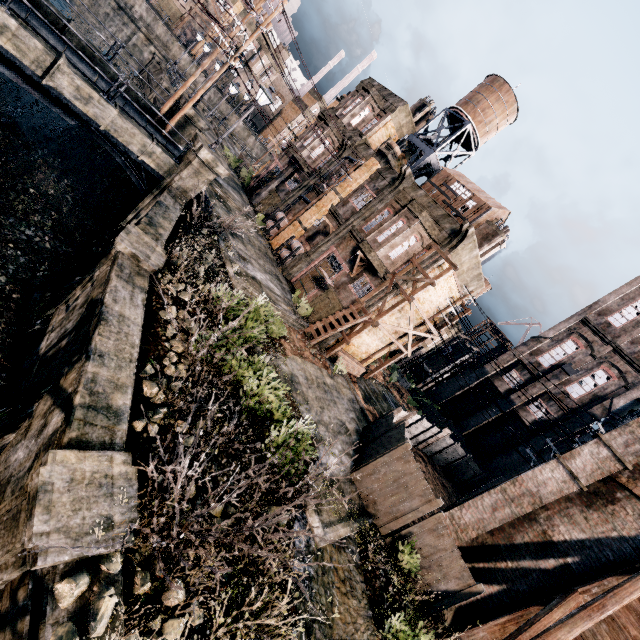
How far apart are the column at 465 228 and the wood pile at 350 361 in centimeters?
948cm

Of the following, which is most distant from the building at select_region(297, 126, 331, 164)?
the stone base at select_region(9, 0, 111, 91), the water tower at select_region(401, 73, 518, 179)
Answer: the stone base at select_region(9, 0, 111, 91)

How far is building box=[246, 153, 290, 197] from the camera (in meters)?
33.33

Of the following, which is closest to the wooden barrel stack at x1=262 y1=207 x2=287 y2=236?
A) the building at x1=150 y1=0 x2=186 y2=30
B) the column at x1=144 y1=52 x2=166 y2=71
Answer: the column at x1=144 y1=52 x2=166 y2=71

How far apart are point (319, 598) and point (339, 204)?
25.27m

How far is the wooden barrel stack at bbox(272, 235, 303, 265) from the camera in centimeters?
2581cm

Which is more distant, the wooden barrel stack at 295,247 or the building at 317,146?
the building at 317,146

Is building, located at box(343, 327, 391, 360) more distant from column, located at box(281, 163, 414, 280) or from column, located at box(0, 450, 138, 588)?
column, located at box(0, 450, 138, 588)
